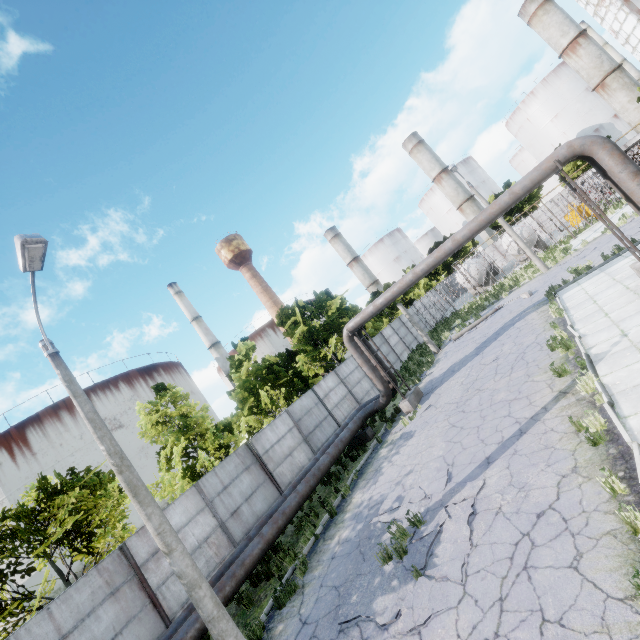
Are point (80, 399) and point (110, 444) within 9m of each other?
yes

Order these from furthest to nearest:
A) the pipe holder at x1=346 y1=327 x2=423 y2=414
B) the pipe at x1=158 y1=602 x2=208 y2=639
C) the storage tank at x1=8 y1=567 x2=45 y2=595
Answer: the storage tank at x1=8 y1=567 x2=45 y2=595, the pipe holder at x1=346 y1=327 x2=423 y2=414, the pipe at x1=158 y1=602 x2=208 y2=639

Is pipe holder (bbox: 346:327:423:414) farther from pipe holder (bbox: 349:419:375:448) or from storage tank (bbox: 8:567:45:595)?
storage tank (bbox: 8:567:45:595)

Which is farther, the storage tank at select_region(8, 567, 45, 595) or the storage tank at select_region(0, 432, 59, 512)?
the storage tank at select_region(0, 432, 59, 512)

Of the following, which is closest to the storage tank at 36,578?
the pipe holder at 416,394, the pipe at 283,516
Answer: the pipe at 283,516

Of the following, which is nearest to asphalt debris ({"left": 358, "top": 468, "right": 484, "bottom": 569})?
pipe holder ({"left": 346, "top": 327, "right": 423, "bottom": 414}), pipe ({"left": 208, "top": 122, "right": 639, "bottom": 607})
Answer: pipe ({"left": 208, "top": 122, "right": 639, "bottom": 607})

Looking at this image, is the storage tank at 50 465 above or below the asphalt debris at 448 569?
above

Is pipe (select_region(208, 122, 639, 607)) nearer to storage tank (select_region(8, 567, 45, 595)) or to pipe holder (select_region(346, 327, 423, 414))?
pipe holder (select_region(346, 327, 423, 414))
